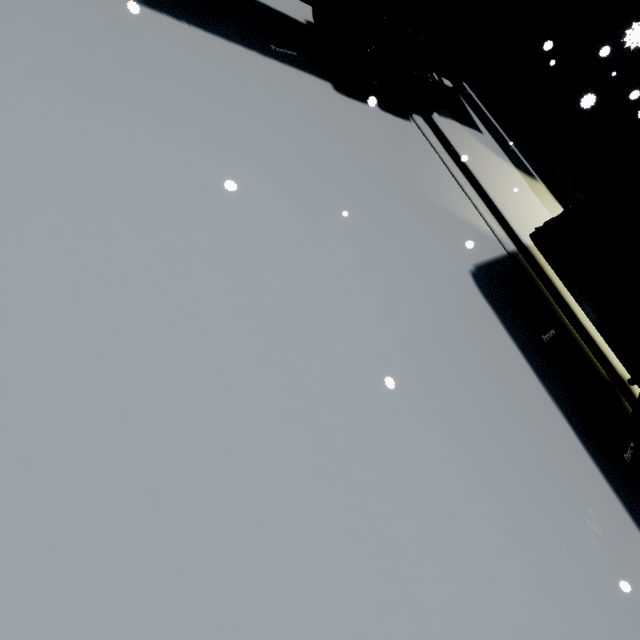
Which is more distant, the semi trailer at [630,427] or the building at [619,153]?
the building at [619,153]

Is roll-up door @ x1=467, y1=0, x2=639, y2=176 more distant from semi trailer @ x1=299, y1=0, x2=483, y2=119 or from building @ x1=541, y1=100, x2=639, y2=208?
semi trailer @ x1=299, y1=0, x2=483, y2=119

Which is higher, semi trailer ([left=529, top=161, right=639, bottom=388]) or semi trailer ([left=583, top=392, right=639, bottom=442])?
semi trailer ([left=529, top=161, right=639, bottom=388])

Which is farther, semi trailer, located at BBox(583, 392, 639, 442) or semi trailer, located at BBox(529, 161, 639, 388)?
semi trailer, located at BBox(583, 392, 639, 442)

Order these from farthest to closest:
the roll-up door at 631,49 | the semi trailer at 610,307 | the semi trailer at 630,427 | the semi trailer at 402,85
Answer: the roll-up door at 631,49
the semi trailer at 402,85
the semi trailer at 630,427
the semi trailer at 610,307

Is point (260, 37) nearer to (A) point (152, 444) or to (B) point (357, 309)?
(B) point (357, 309)

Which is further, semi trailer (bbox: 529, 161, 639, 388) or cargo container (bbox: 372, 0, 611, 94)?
cargo container (bbox: 372, 0, 611, 94)
